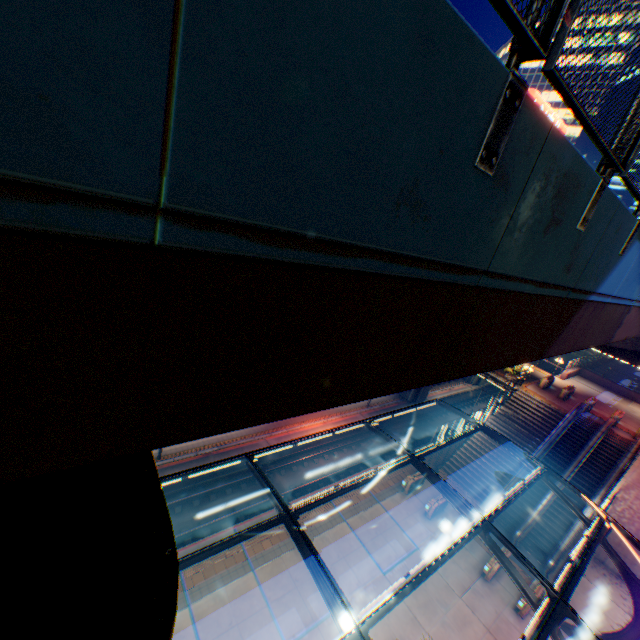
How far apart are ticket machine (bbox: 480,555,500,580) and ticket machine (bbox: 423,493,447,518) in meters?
3.5

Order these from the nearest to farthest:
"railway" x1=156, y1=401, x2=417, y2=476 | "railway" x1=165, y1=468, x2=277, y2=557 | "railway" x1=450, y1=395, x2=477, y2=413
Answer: "railway" x1=165, y1=468, x2=277, y2=557 < "railway" x1=156, y1=401, x2=417, y2=476 < "railway" x1=450, y1=395, x2=477, y2=413

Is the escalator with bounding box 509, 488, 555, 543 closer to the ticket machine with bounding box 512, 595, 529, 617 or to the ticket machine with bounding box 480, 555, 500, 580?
the ticket machine with bounding box 480, 555, 500, 580

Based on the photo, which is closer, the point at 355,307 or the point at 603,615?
the point at 355,307

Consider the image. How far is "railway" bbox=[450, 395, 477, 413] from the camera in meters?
38.3 m

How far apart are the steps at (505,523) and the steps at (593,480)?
0.4 meters

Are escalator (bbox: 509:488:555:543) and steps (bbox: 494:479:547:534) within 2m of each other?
yes
